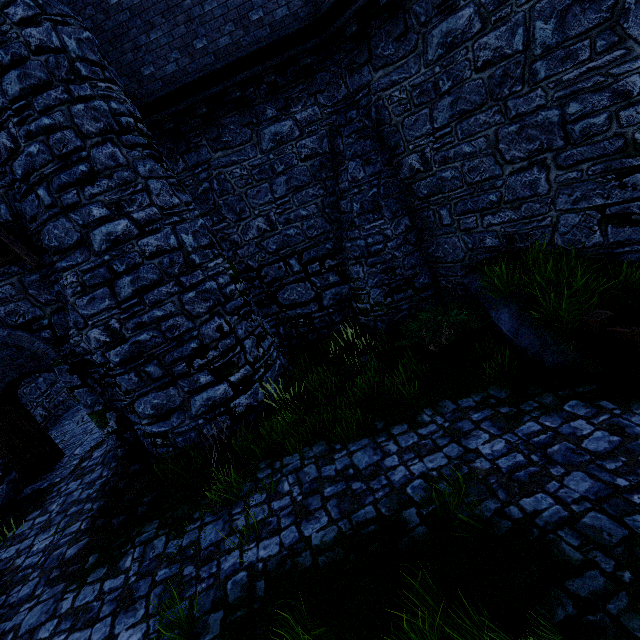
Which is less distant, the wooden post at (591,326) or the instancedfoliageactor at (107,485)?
the wooden post at (591,326)

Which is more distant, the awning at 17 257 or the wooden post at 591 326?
the awning at 17 257

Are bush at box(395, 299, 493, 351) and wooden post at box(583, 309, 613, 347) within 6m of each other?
yes

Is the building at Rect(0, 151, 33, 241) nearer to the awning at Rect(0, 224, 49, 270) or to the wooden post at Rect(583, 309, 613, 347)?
the awning at Rect(0, 224, 49, 270)

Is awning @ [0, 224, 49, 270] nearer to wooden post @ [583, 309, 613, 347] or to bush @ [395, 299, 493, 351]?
bush @ [395, 299, 493, 351]

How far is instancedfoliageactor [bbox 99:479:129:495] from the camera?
7.1 meters

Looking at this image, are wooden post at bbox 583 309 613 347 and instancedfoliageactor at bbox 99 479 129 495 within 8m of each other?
no

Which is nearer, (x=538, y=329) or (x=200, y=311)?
(x=538, y=329)
